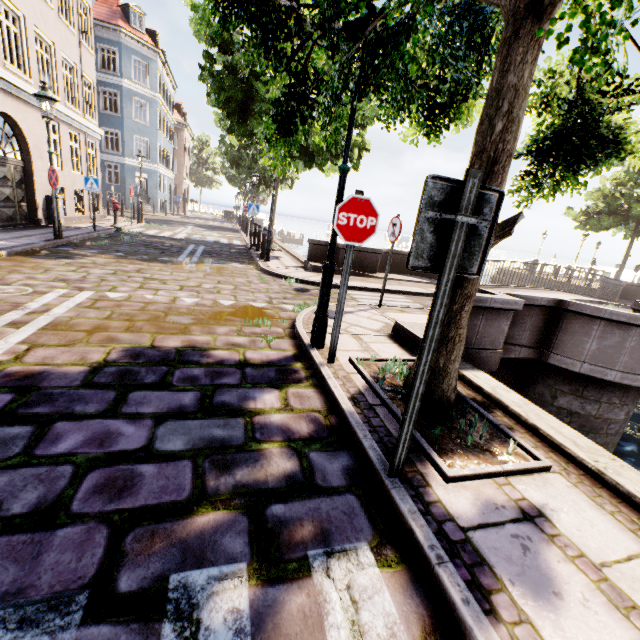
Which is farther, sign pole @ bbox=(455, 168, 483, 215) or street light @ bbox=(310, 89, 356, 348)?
street light @ bbox=(310, 89, 356, 348)

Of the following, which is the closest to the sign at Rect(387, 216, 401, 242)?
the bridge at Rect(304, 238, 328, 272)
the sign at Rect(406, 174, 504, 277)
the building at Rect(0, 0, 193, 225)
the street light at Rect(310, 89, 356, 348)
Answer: the bridge at Rect(304, 238, 328, 272)

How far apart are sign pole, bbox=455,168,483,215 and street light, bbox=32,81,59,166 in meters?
11.3

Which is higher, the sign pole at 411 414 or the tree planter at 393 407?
the sign pole at 411 414

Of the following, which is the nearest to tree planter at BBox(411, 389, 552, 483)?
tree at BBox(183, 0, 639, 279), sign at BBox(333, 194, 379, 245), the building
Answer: tree at BBox(183, 0, 639, 279)

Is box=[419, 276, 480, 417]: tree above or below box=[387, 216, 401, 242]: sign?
below

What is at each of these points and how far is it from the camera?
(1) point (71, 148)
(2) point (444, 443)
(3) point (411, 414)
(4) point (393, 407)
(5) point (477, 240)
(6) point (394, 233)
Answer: (1) building, 17.7 meters
(2) tree planter, 2.7 meters
(3) sign pole, 2.1 meters
(4) tree planter, 3.0 meters
(5) sign, 1.9 meters
(6) sign, 6.6 meters

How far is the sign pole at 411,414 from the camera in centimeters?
176cm
